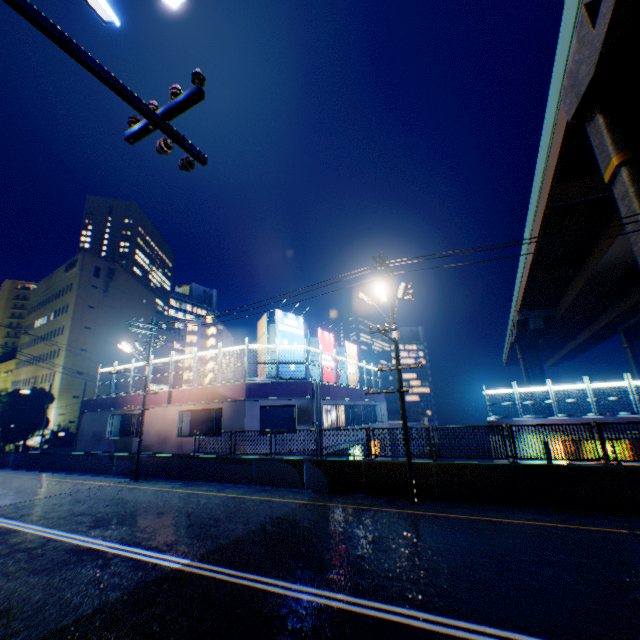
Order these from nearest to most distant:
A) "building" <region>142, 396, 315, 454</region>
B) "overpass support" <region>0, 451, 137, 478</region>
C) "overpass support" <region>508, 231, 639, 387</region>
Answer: "building" <region>142, 396, 315, 454</region> < "overpass support" <region>0, 451, 137, 478</region> < "overpass support" <region>508, 231, 639, 387</region>

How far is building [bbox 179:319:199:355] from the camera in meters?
57.2 m

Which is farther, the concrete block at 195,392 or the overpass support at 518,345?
the overpass support at 518,345

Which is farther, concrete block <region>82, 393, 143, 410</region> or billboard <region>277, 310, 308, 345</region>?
concrete block <region>82, 393, 143, 410</region>

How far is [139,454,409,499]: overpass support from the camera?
12.74m

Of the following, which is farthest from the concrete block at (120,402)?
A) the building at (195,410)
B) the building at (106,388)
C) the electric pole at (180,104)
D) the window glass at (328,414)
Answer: the building at (106,388)

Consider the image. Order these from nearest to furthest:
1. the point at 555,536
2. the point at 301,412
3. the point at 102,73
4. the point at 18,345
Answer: the point at 102,73 < the point at 555,536 < the point at 301,412 < the point at 18,345

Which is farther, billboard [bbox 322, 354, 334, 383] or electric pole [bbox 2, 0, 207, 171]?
billboard [bbox 322, 354, 334, 383]
